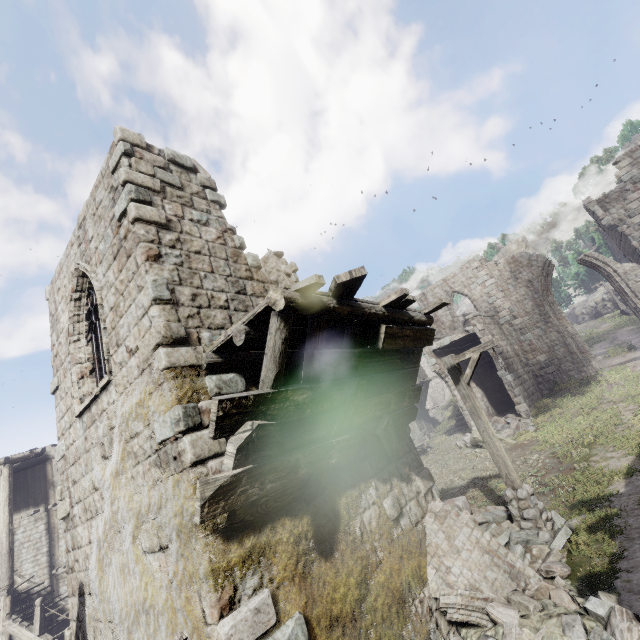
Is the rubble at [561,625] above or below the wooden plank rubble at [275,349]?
below

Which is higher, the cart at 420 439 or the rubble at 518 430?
the cart at 420 439

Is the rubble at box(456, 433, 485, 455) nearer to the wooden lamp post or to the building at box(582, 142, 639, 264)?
the building at box(582, 142, 639, 264)

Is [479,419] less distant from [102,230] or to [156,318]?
[156,318]

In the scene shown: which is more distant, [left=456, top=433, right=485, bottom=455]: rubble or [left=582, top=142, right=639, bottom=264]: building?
[left=582, top=142, right=639, bottom=264]: building

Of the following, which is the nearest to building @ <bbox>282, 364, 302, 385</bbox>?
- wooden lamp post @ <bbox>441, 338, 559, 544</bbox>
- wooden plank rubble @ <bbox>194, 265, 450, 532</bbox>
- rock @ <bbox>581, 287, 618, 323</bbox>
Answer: wooden plank rubble @ <bbox>194, 265, 450, 532</bbox>

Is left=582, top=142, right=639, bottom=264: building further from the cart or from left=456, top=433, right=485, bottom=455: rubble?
the cart

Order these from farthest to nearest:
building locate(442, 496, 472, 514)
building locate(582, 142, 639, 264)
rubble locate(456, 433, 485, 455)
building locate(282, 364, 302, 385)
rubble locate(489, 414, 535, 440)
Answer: building locate(582, 142, 639, 264) → rubble locate(456, 433, 485, 455) → rubble locate(489, 414, 535, 440) → building locate(442, 496, 472, 514) → building locate(282, 364, 302, 385)
